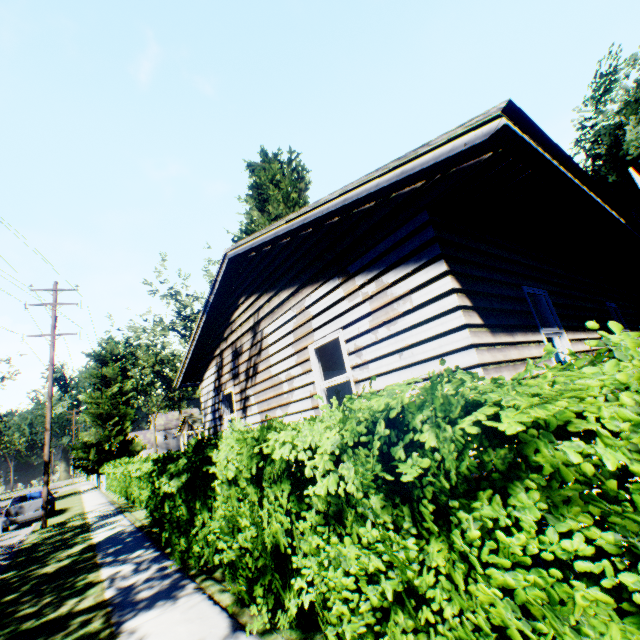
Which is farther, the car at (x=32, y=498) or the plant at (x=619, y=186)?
the plant at (x=619, y=186)

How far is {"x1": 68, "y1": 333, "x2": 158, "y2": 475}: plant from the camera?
32.78m

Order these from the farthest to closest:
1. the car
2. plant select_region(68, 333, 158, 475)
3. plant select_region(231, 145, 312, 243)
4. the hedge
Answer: plant select_region(68, 333, 158, 475) < plant select_region(231, 145, 312, 243) < the car < the hedge

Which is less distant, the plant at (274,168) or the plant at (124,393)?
the plant at (274,168)

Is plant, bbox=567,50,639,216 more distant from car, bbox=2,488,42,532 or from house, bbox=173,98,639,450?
car, bbox=2,488,42,532

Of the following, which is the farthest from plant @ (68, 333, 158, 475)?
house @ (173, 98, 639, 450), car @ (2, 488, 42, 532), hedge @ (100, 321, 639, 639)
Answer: car @ (2, 488, 42, 532)

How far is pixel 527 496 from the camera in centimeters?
157cm
